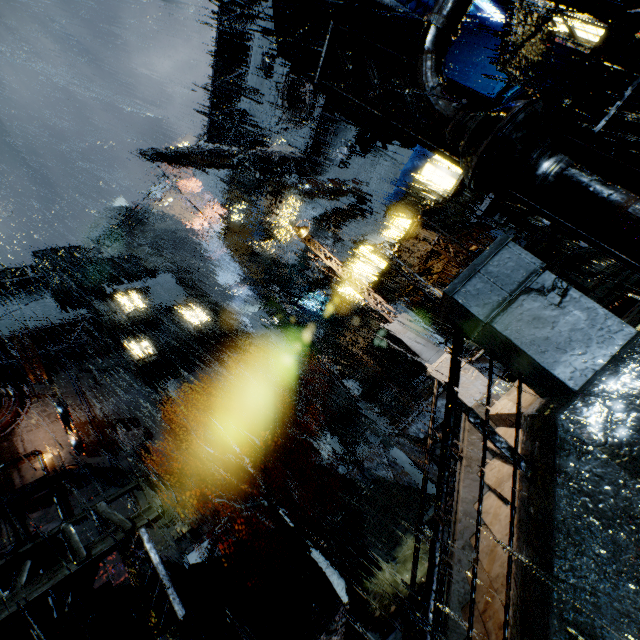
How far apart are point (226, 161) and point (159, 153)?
5.7m

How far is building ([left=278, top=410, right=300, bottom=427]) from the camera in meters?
36.4

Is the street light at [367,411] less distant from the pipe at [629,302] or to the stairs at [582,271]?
the stairs at [582,271]

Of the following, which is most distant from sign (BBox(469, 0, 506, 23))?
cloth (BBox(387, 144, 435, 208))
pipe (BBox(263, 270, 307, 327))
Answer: pipe (BBox(263, 270, 307, 327))

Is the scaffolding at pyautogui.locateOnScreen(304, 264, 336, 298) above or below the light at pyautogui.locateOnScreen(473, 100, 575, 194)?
above

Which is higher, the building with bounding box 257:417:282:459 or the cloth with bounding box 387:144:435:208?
the cloth with bounding box 387:144:435:208

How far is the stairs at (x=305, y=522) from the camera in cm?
2152

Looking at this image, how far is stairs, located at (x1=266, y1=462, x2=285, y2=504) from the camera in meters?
26.1 m
